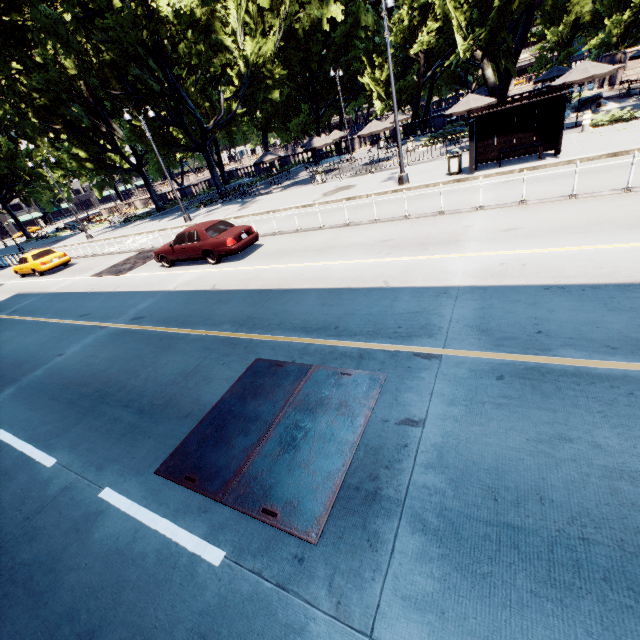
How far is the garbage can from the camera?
14.53m

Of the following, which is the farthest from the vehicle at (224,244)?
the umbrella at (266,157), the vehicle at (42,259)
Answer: the umbrella at (266,157)

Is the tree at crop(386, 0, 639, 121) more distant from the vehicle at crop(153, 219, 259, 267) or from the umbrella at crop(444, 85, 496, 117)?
the vehicle at crop(153, 219, 259, 267)

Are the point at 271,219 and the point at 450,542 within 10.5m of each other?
no

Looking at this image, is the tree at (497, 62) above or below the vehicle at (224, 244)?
above

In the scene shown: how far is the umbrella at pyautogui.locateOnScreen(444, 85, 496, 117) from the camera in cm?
1831

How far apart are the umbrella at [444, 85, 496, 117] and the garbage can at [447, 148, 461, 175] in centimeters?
584cm

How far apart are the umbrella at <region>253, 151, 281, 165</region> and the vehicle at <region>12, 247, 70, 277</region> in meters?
17.0 m
